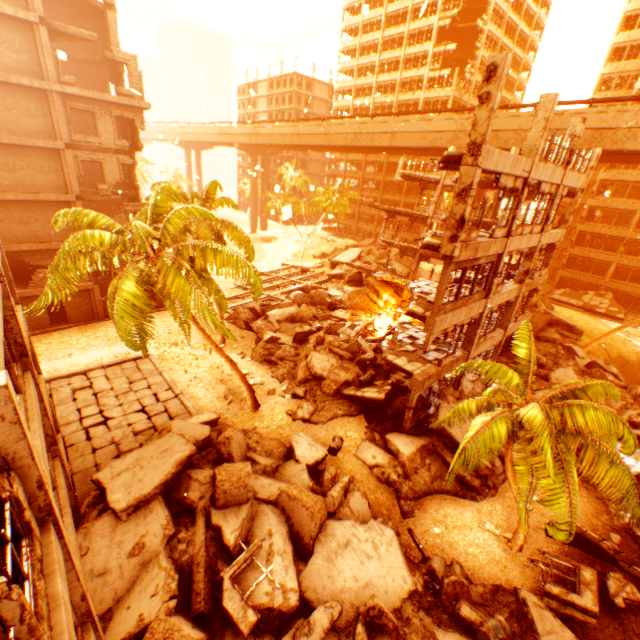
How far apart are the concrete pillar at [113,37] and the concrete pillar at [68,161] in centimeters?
935cm

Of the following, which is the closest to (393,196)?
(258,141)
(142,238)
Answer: (258,141)

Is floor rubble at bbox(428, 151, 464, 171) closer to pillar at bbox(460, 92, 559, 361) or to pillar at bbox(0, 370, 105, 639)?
pillar at bbox(460, 92, 559, 361)

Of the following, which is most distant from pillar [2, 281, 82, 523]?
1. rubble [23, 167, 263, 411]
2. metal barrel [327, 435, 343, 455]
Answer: metal barrel [327, 435, 343, 455]

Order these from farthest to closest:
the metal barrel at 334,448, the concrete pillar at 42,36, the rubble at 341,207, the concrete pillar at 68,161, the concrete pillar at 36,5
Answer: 1. the rubble at 341,207
2. the concrete pillar at 68,161
3. the concrete pillar at 42,36
4. the concrete pillar at 36,5
5. the metal barrel at 334,448

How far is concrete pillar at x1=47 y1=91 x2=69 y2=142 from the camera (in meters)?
19.30

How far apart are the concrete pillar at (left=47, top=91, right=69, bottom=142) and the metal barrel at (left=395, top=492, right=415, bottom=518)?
27.3 meters

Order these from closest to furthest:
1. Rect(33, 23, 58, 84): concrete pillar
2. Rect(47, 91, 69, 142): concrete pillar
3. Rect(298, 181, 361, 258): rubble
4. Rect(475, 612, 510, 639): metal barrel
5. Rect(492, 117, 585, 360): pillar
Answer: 1. Rect(475, 612, 510, 639): metal barrel
2. Rect(492, 117, 585, 360): pillar
3. Rect(33, 23, 58, 84): concrete pillar
4. Rect(47, 91, 69, 142): concrete pillar
5. Rect(298, 181, 361, 258): rubble
